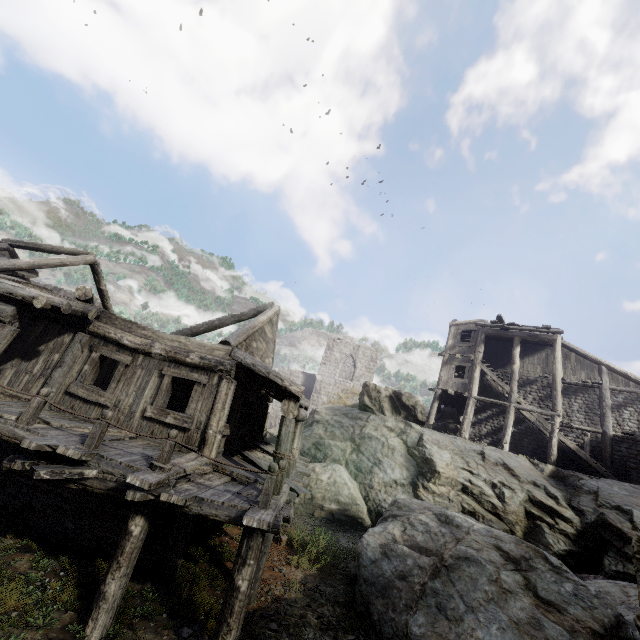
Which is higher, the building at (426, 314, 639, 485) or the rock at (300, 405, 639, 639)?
the building at (426, 314, 639, 485)

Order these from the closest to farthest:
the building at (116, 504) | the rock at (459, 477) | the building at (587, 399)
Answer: the building at (116, 504), the rock at (459, 477), the building at (587, 399)

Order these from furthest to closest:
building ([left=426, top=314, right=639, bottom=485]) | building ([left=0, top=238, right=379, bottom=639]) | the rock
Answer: building ([left=426, top=314, right=639, bottom=485]), the rock, building ([left=0, top=238, right=379, bottom=639])

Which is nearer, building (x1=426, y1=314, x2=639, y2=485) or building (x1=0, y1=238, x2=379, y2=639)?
building (x1=0, y1=238, x2=379, y2=639)

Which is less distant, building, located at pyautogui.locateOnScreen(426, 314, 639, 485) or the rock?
the rock

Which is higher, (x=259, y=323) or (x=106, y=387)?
(x=259, y=323)

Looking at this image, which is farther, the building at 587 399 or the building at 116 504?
the building at 587 399
